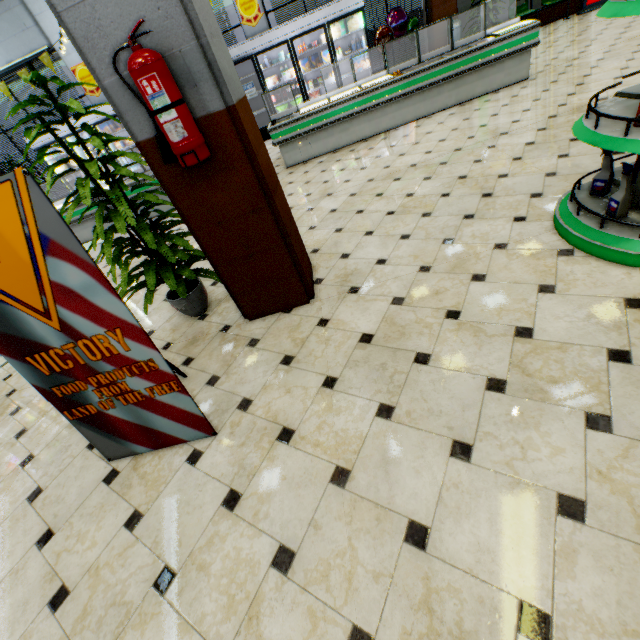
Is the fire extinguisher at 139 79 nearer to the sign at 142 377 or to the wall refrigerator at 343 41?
the sign at 142 377

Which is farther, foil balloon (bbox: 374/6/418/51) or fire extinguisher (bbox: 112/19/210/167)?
foil balloon (bbox: 374/6/418/51)

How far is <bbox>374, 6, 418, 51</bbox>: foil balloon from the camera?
8.5 meters

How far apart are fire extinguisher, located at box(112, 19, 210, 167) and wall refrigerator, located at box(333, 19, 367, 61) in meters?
8.9

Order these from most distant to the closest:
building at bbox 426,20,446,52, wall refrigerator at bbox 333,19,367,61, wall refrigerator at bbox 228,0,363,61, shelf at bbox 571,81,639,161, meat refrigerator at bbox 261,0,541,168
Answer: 1. building at bbox 426,20,446,52
2. wall refrigerator at bbox 333,19,367,61
3. wall refrigerator at bbox 228,0,363,61
4. meat refrigerator at bbox 261,0,541,168
5. shelf at bbox 571,81,639,161

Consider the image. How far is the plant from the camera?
2.20m

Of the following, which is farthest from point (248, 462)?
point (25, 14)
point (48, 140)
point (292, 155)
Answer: point (25, 14)

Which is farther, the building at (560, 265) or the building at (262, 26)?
the building at (262, 26)
